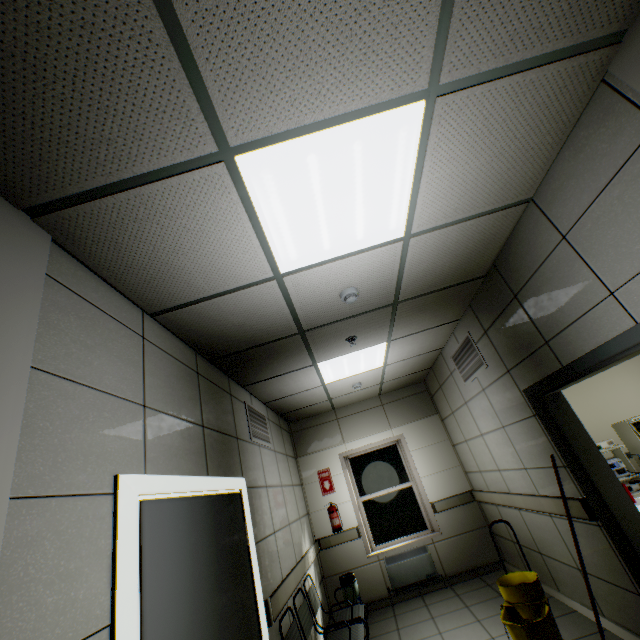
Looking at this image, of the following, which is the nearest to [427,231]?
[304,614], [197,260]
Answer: [197,260]

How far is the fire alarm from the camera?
2.8 meters

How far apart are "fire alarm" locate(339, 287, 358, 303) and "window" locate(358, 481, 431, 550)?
4.8 meters

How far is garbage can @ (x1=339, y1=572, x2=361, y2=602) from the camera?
4.9 meters

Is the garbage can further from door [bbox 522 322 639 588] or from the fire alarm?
the fire alarm

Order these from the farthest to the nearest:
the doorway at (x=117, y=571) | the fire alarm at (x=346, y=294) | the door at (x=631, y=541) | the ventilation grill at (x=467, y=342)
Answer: the ventilation grill at (x=467, y=342), the fire alarm at (x=346, y=294), the door at (x=631, y=541), the doorway at (x=117, y=571)

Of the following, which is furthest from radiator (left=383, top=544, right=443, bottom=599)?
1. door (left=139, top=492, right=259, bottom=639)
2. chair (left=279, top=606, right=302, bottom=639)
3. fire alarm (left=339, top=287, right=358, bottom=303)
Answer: fire alarm (left=339, top=287, right=358, bottom=303)

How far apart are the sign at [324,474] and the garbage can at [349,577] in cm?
129
